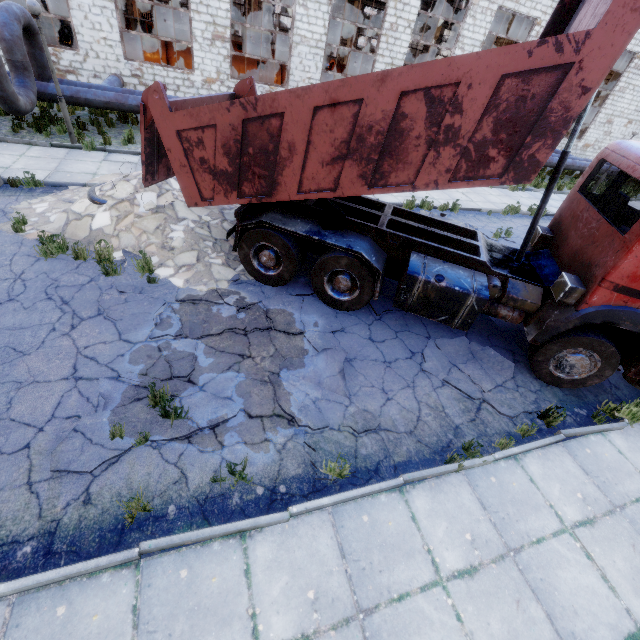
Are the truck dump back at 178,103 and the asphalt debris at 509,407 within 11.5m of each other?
yes

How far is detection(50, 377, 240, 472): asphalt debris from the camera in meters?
3.7

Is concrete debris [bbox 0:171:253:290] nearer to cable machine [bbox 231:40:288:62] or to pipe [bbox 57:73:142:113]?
pipe [bbox 57:73:142:113]

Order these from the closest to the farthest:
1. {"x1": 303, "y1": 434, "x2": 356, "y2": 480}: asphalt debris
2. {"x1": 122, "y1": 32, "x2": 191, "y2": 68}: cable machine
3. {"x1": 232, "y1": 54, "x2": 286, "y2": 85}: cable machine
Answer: {"x1": 303, "y1": 434, "x2": 356, "y2": 480}: asphalt debris, {"x1": 122, "y1": 32, "x2": 191, "y2": 68}: cable machine, {"x1": 232, "y1": 54, "x2": 286, "y2": 85}: cable machine

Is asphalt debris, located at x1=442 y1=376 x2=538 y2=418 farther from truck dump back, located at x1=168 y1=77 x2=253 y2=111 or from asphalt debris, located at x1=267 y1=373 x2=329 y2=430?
truck dump back, located at x1=168 y1=77 x2=253 y2=111

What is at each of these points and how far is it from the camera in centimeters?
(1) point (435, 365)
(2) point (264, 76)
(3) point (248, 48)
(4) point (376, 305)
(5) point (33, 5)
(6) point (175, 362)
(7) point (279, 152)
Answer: (1) asphalt debris, 594cm
(2) cable machine, 1817cm
(3) cable machine, 2566cm
(4) asphalt debris, 691cm
(5) lamp post, 839cm
(6) asphalt debris, 492cm
(7) truck dump body, 486cm

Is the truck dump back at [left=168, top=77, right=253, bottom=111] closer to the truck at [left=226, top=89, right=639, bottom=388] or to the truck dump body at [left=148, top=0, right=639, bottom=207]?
the truck dump body at [left=148, top=0, right=639, bottom=207]

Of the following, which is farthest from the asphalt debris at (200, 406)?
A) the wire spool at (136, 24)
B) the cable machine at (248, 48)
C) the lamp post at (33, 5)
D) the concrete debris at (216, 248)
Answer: the cable machine at (248, 48)
